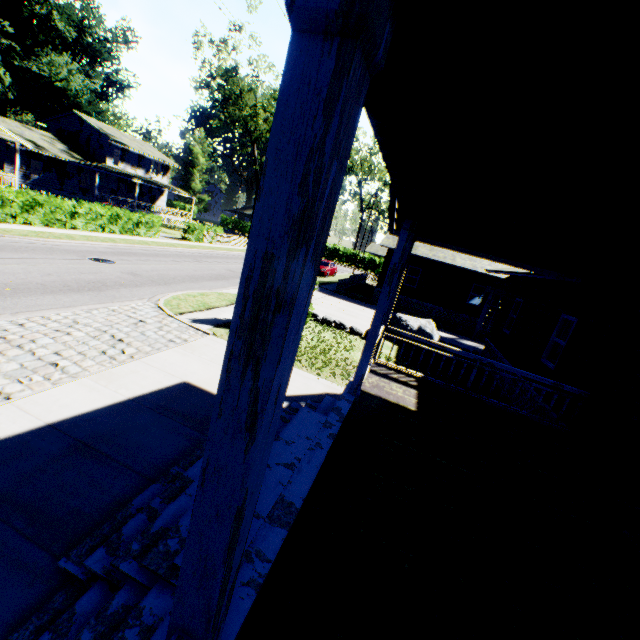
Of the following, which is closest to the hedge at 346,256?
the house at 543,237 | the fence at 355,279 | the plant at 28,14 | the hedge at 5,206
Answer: the fence at 355,279

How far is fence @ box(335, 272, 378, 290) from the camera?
26.34m

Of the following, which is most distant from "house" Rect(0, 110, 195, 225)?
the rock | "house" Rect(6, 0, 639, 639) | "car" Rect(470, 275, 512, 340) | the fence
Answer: "car" Rect(470, 275, 512, 340)

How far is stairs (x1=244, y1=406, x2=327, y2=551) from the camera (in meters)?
3.25

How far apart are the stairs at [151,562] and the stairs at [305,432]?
0.1 meters

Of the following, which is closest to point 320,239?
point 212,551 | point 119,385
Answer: point 212,551

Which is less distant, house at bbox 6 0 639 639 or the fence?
house at bbox 6 0 639 639

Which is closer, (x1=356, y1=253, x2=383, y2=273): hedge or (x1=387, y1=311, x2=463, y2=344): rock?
(x1=387, y1=311, x2=463, y2=344): rock
